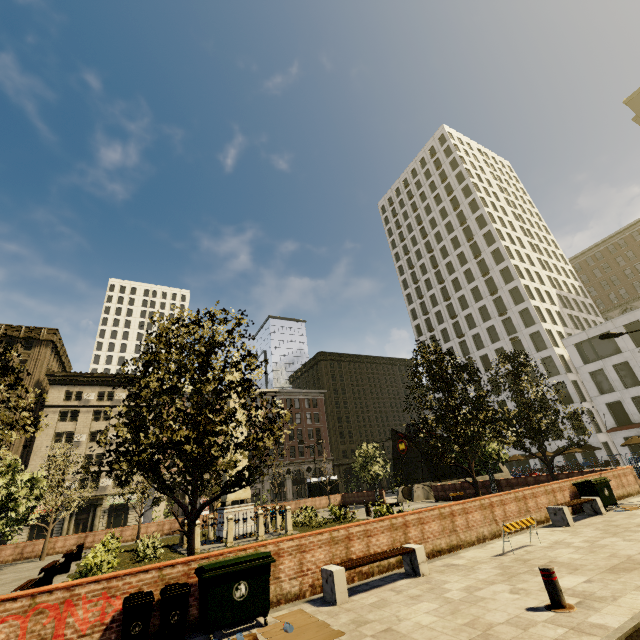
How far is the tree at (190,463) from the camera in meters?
8.3 m

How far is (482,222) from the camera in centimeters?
5869cm

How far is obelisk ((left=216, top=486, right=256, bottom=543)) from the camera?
18.8 meters

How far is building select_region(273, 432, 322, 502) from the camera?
55.16m

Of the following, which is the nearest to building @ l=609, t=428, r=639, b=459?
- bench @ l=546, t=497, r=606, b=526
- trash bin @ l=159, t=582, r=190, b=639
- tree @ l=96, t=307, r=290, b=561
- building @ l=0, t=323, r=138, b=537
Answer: tree @ l=96, t=307, r=290, b=561

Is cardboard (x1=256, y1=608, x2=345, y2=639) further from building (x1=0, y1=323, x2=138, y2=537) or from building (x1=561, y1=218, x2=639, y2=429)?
building (x1=561, y1=218, x2=639, y2=429)

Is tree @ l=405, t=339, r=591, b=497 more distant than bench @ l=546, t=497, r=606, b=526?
Yes

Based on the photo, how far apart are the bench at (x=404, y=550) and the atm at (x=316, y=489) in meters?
32.6
